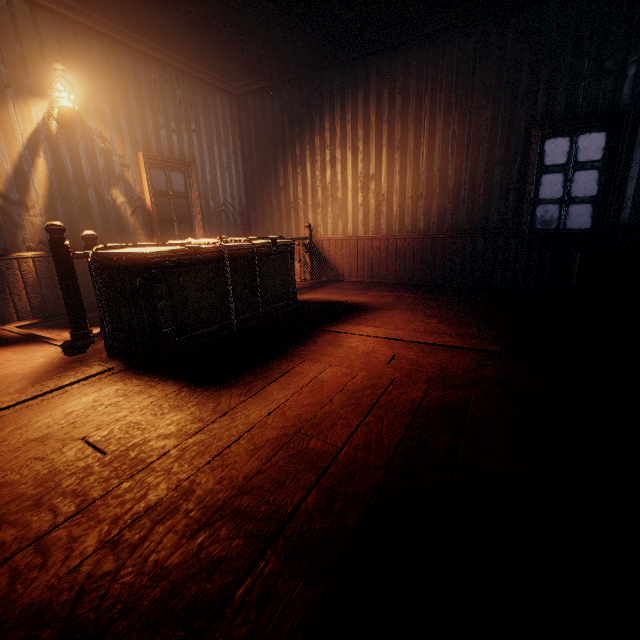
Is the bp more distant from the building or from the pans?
the pans

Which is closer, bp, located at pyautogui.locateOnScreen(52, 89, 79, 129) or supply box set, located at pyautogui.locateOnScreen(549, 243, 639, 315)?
supply box set, located at pyautogui.locateOnScreen(549, 243, 639, 315)

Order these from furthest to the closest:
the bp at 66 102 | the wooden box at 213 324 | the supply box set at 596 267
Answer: the bp at 66 102, the supply box set at 596 267, the wooden box at 213 324

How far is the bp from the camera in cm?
402

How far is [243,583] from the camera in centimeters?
95cm

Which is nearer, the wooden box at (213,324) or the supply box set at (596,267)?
the wooden box at (213,324)

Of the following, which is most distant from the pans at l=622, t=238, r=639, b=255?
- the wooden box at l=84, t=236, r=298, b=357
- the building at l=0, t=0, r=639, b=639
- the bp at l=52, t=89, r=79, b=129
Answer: the bp at l=52, t=89, r=79, b=129

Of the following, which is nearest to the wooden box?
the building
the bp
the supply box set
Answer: the building
